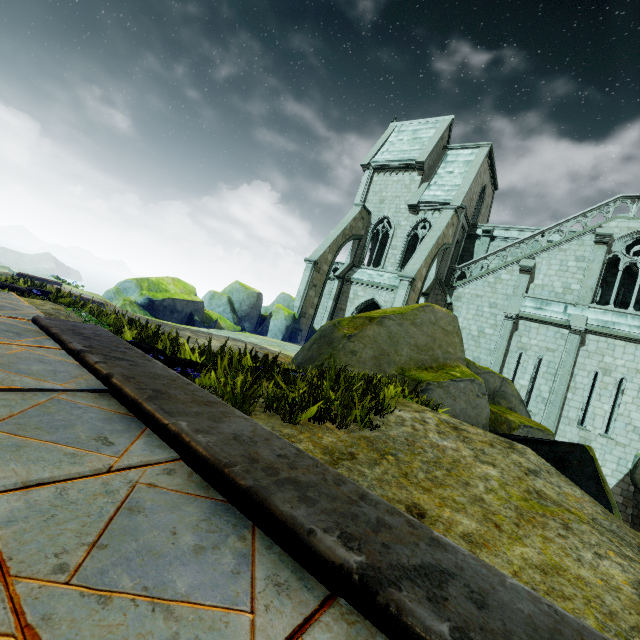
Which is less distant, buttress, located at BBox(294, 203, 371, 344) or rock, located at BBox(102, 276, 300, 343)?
rock, located at BBox(102, 276, 300, 343)

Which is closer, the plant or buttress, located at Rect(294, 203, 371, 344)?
the plant

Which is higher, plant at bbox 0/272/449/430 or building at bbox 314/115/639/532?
building at bbox 314/115/639/532

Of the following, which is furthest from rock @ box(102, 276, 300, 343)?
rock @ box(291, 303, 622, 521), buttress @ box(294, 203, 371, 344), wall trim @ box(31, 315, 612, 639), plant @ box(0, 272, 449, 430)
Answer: plant @ box(0, 272, 449, 430)

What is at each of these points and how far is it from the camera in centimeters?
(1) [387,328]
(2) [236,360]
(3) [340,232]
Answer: (1) rock, 937cm
(2) plant, 421cm
(3) buttress, 2333cm

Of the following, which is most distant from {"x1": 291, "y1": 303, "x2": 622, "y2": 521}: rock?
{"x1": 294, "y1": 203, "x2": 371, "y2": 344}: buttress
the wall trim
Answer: {"x1": 294, "y1": 203, "x2": 371, "y2": 344}: buttress

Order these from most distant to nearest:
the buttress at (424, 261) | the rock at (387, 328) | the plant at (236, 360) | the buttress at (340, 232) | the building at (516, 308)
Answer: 1. the buttress at (340, 232)
2. the buttress at (424, 261)
3. the building at (516, 308)
4. the rock at (387, 328)
5. the plant at (236, 360)

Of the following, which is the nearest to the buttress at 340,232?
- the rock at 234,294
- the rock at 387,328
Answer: the rock at 234,294
